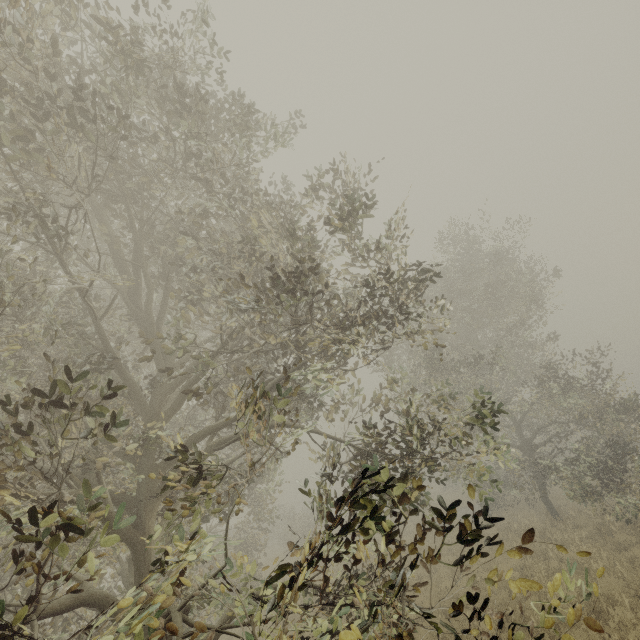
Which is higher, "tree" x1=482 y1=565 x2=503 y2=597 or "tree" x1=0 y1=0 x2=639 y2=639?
"tree" x1=482 y1=565 x2=503 y2=597

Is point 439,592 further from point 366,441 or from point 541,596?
point 366,441

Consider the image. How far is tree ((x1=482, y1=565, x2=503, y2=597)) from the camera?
2.81m

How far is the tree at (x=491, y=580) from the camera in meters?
2.8

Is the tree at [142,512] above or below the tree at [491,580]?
below
